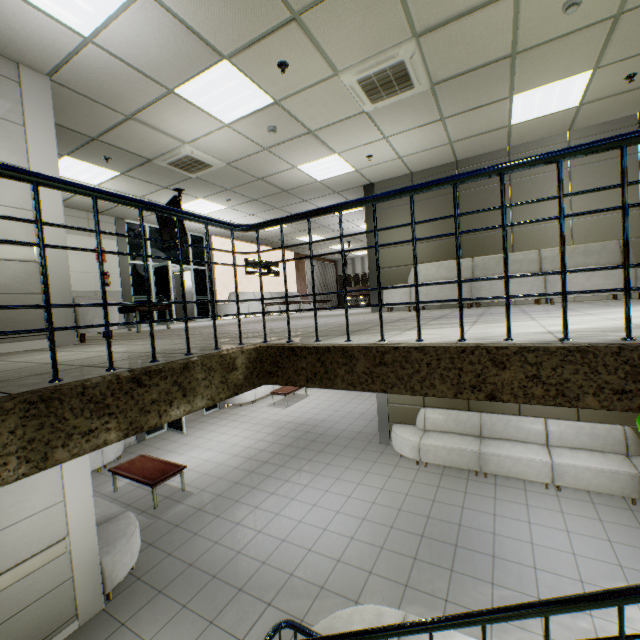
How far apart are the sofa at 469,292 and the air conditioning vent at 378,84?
3.43m

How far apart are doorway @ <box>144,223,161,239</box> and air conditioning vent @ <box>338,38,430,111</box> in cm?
739

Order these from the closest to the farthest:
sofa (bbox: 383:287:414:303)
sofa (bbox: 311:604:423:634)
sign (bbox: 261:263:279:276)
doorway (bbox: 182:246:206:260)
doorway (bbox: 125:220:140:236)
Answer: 1. sofa (bbox: 311:604:423:634)
2. sofa (bbox: 383:287:414:303)
3. doorway (bbox: 125:220:140:236)
4. doorway (bbox: 182:246:206:260)
5. sign (bbox: 261:263:279:276)

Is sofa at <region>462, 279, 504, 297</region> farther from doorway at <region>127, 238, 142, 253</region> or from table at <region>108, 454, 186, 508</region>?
doorway at <region>127, 238, 142, 253</region>

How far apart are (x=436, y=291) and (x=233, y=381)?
5.6m

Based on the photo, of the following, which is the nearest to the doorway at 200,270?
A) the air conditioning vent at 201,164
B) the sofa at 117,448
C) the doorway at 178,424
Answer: the doorway at 178,424

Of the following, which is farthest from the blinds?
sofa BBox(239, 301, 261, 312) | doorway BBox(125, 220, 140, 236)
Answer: doorway BBox(125, 220, 140, 236)

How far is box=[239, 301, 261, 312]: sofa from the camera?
12.6m
